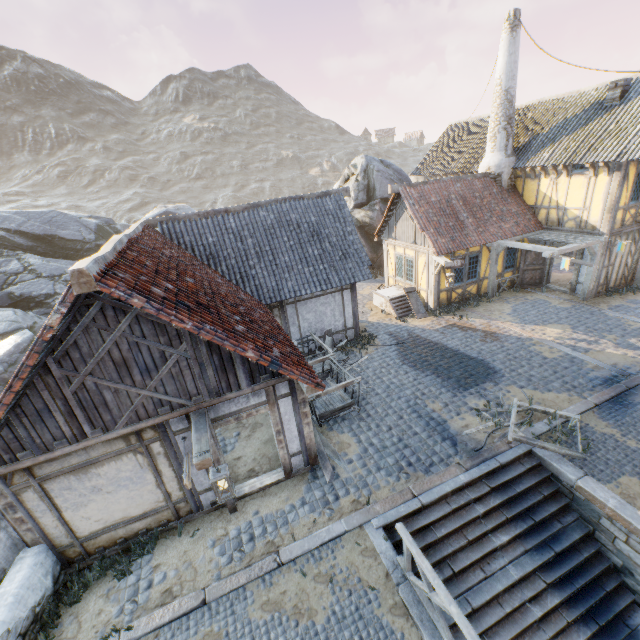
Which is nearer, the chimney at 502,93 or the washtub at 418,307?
the chimney at 502,93

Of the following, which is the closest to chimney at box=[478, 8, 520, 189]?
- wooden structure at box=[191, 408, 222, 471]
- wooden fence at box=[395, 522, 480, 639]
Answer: wooden fence at box=[395, 522, 480, 639]

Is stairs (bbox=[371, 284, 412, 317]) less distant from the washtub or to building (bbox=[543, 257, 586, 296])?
the washtub

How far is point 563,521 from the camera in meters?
7.2 m

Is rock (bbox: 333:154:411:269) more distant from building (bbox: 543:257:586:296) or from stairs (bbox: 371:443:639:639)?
stairs (bbox: 371:443:639:639)

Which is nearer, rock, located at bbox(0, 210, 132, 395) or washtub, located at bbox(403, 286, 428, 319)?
rock, located at bbox(0, 210, 132, 395)

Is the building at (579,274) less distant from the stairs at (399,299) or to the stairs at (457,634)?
the stairs at (399,299)

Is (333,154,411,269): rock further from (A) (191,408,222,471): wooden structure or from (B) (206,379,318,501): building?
(A) (191,408,222,471): wooden structure
